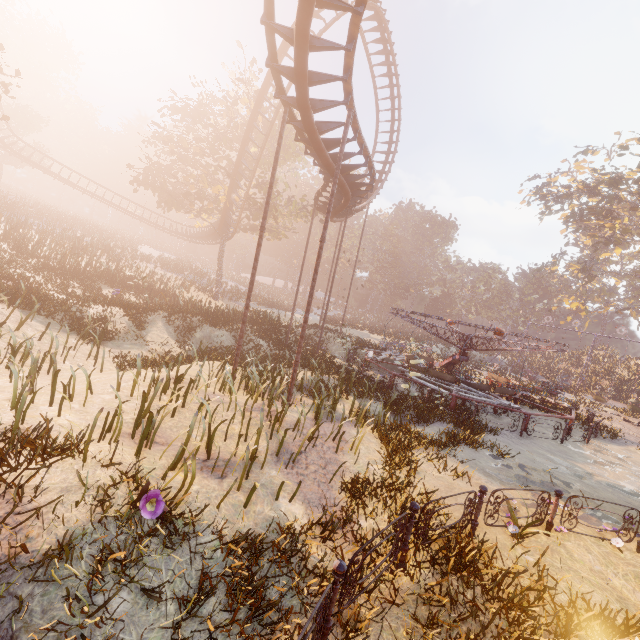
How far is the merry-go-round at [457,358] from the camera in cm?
1467

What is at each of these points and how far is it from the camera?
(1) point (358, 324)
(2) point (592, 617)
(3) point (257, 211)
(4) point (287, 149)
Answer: (1) instancedfoliageactor, 46.1 meters
(2) instancedfoliageactor, 4.7 meters
(3) tree, 28.6 meters
(4) tree, 28.7 meters

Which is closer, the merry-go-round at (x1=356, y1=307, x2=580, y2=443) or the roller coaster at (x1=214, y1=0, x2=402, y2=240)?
the roller coaster at (x1=214, y1=0, x2=402, y2=240)

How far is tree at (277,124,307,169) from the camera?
27.23m

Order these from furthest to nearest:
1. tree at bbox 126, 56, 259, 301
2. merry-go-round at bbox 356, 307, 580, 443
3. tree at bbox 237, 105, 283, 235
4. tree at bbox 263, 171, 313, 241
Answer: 1. tree at bbox 263, 171, 313, 241
2. tree at bbox 237, 105, 283, 235
3. tree at bbox 126, 56, 259, 301
4. merry-go-round at bbox 356, 307, 580, 443

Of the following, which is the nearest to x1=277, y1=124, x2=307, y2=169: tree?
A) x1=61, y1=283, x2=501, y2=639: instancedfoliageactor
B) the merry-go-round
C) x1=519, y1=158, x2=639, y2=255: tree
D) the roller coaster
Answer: the roller coaster

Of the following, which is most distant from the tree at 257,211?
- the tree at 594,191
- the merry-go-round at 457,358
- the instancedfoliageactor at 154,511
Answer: the tree at 594,191

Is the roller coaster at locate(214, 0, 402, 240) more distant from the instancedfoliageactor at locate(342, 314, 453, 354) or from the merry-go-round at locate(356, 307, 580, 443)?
the instancedfoliageactor at locate(342, 314, 453, 354)
